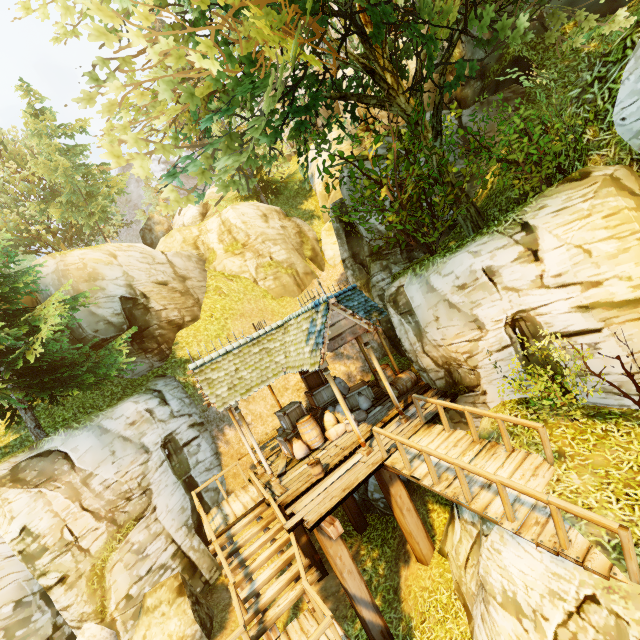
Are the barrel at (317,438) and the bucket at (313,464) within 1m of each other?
no

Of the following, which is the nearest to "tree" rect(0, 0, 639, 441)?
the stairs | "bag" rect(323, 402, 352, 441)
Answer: "bag" rect(323, 402, 352, 441)

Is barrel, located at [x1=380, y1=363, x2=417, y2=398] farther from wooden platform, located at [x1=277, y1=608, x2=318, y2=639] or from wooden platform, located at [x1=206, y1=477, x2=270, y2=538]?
wooden platform, located at [x1=277, y1=608, x2=318, y2=639]

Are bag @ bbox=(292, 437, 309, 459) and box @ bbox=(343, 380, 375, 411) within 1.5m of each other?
no

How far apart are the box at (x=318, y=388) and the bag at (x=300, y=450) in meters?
2.1

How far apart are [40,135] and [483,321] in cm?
3052

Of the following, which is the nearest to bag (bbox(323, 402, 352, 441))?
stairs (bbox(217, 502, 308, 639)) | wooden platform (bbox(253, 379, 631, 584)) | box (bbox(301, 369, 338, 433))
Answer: wooden platform (bbox(253, 379, 631, 584))

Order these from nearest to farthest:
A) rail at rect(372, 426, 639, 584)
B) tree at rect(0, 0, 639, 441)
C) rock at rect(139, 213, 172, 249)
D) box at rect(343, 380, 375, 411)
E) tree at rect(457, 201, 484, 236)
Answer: rail at rect(372, 426, 639, 584), tree at rect(0, 0, 639, 441), tree at rect(457, 201, 484, 236), box at rect(343, 380, 375, 411), rock at rect(139, 213, 172, 249)
